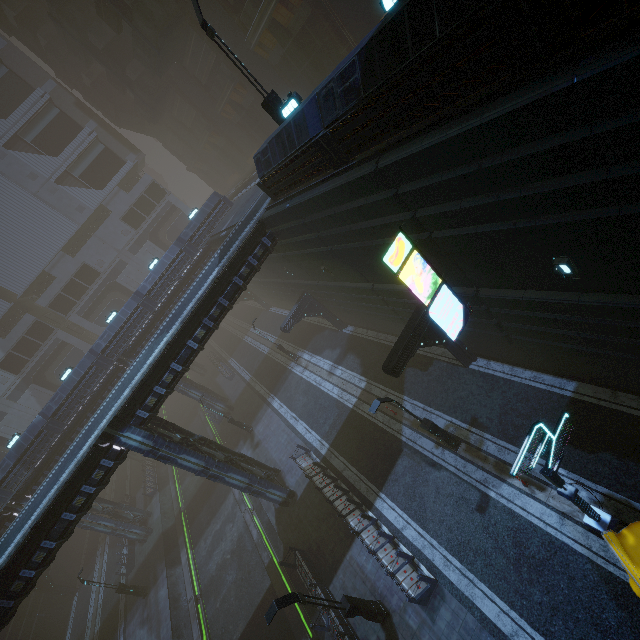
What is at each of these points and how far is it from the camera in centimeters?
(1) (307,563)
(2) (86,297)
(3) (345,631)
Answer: (1) building, 1658cm
(2) building, 4666cm
(3) building, 1336cm

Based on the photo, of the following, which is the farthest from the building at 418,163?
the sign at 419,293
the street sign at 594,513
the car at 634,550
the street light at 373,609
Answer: the car at 634,550

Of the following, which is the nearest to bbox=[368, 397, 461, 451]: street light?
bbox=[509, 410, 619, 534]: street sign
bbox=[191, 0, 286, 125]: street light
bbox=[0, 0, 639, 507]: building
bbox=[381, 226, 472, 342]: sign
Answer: bbox=[0, 0, 639, 507]: building

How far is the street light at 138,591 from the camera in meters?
23.8

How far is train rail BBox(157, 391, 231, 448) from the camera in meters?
34.8

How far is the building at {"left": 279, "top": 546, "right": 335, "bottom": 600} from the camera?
15.05m

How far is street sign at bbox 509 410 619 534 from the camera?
7.3m

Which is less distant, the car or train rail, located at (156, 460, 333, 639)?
the car
